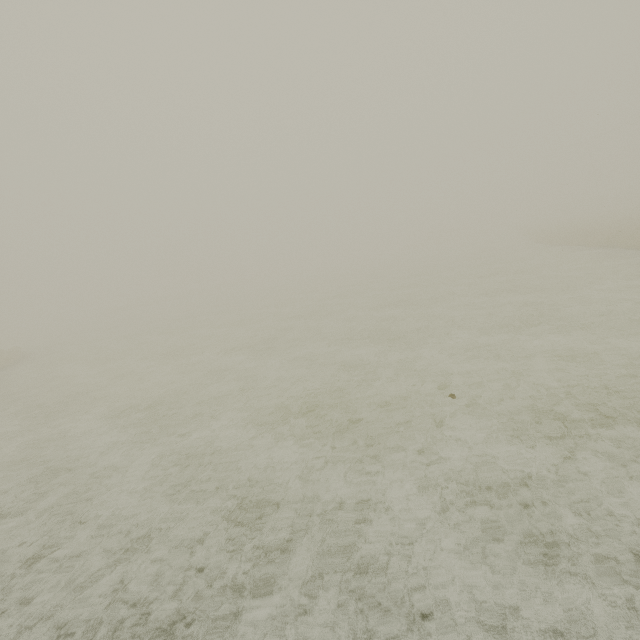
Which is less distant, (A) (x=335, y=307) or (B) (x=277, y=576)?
(B) (x=277, y=576)
